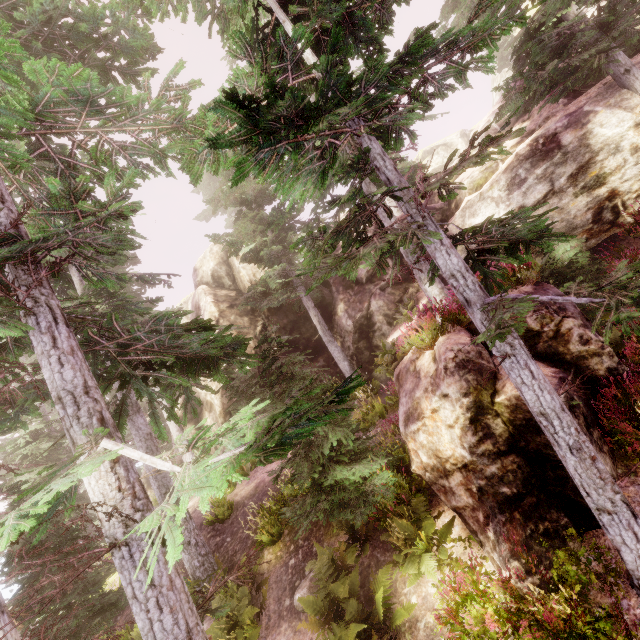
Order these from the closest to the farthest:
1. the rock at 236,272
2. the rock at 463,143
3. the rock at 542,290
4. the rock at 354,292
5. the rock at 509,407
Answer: the rock at 509,407, the rock at 542,290, the rock at 354,292, the rock at 463,143, the rock at 236,272

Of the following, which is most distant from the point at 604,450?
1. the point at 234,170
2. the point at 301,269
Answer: the point at 234,170

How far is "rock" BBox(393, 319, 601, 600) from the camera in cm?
561

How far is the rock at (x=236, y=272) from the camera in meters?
20.0 m
